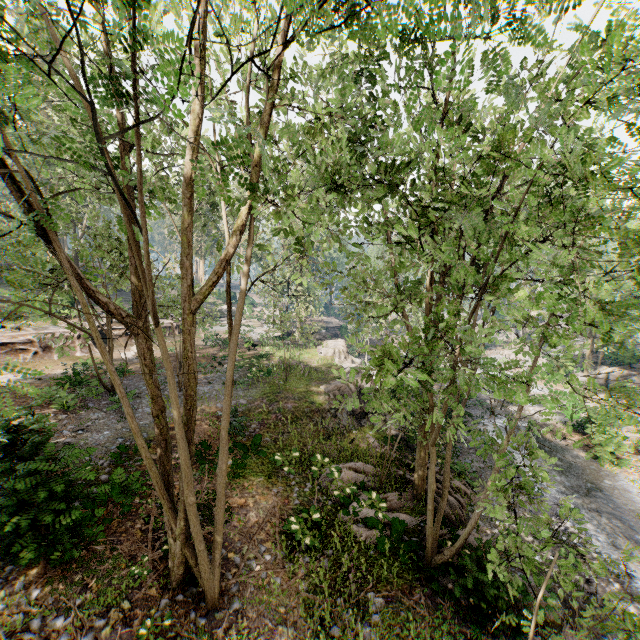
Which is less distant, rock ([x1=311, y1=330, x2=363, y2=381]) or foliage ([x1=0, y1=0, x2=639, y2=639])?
foliage ([x1=0, y1=0, x2=639, y2=639])

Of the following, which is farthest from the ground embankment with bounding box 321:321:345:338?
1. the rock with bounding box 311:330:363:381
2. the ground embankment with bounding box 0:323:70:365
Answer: the ground embankment with bounding box 0:323:70:365

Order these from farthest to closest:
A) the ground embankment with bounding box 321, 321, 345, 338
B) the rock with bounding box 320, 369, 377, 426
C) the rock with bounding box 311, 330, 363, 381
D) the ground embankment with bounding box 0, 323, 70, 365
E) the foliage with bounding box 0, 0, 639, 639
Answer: the ground embankment with bounding box 321, 321, 345, 338, the rock with bounding box 311, 330, 363, 381, the ground embankment with bounding box 0, 323, 70, 365, the rock with bounding box 320, 369, 377, 426, the foliage with bounding box 0, 0, 639, 639

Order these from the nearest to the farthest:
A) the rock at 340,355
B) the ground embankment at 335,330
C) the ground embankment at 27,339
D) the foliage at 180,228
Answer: the foliage at 180,228
the ground embankment at 27,339
the rock at 340,355
the ground embankment at 335,330

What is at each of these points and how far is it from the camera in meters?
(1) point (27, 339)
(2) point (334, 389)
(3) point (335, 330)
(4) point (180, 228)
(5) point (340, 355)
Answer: (1) ground embankment, 22.8 m
(2) rock, 19.5 m
(3) ground embankment, 52.1 m
(4) foliage, 23.8 m
(5) rock, 29.5 m

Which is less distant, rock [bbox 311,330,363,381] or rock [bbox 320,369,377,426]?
rock [bbox 320,369,377,426]

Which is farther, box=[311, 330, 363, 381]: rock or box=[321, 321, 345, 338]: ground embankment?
box=[321, 321, 345, 338]: ground embankment

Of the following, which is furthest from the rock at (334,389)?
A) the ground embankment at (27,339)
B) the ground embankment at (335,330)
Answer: the ground embankment at (27,339)
